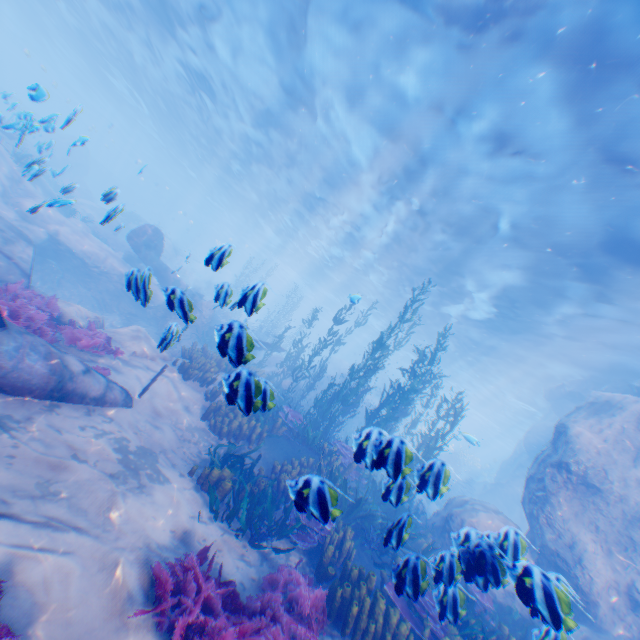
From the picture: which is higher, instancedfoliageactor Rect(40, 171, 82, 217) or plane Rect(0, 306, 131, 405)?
instancedfoliageactor Rect(40, 171, 82, 217)

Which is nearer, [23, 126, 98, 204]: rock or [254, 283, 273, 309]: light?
[254, 283, 273, 309]: light

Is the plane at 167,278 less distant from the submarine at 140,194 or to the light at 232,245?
the light at 232,245

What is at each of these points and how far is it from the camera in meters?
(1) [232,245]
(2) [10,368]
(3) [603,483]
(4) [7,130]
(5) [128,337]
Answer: (1) light, 4.2
(2) plane, 5.2
(3) rock, 10.3
(4) rock, 5.9
(5) rock, 10.0

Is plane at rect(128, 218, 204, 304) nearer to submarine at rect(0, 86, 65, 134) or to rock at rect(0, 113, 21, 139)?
rock at rect(0, 113, 21, 139)

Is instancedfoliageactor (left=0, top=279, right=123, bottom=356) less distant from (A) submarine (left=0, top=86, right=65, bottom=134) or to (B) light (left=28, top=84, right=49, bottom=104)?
(B) light (left=28, top=84, right=49, bottom=104)

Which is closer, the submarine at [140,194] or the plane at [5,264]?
the plane at [5,264]

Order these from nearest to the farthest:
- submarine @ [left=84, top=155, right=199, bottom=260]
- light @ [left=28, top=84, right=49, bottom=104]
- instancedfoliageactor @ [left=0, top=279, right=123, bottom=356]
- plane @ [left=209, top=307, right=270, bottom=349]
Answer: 1. plane @ [left=209, top=307, right=270, bottom=349]
2. light @ [left=28, top=84, right=49, bottom=104]
3. instancedfoliageactor @ [left=0, top=279, right=123, bottom=356]
4. submarine @ [left=84, top=155, right=199, bottom=260]
